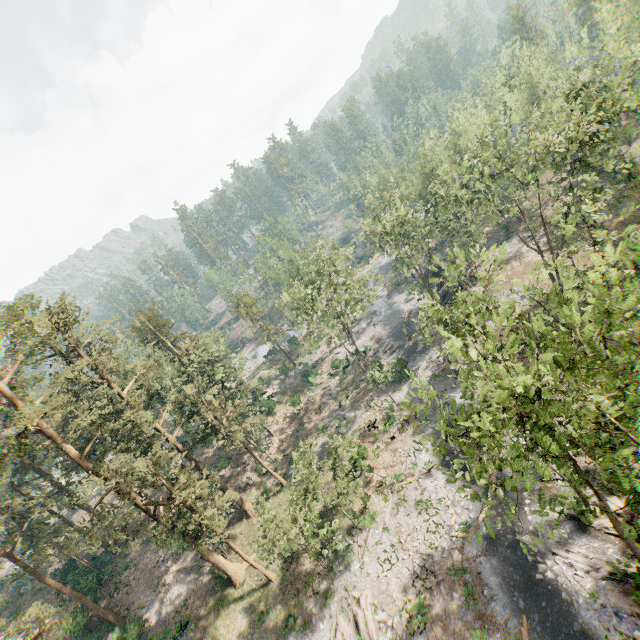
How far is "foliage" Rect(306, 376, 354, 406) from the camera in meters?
46.7

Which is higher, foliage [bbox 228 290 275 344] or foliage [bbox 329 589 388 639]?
foliage [bbox 228 290 275 344]

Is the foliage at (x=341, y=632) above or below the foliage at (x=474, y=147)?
below

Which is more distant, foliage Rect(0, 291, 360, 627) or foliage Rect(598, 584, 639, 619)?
foliage Rect(0, 291, 360, 627)

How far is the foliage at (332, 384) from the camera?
46.69m

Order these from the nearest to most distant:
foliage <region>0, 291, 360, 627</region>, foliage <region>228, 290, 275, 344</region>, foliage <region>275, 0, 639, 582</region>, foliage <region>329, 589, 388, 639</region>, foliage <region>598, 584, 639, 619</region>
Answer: foliage <region>275, 0, 639, 582</region>
foliage <region>598, 584, 639, 619</region>
foliage <region>329, 589, 388, 639</region>
foliage <region>0, 291, 360, 627</region>
foliage <region>228, 290, 275, 344</region>

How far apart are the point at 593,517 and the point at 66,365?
48.8 meters
